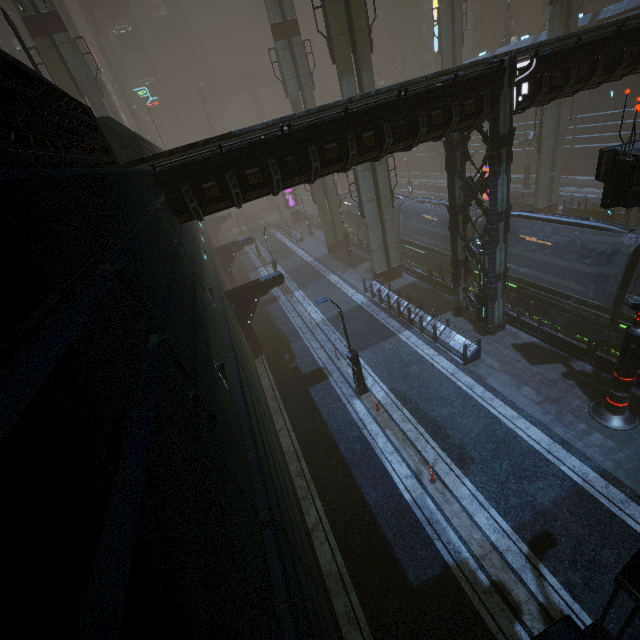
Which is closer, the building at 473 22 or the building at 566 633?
the building at 566 633

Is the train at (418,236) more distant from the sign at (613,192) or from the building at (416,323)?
the sign at (613,192)

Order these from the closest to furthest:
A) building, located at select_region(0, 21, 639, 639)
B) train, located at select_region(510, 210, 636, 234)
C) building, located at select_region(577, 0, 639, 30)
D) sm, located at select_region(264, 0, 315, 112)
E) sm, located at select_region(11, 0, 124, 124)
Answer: building, located at select_region(0, 21, 639, 639)
train, located at select_region(510, 210, 636, 234)
sm, located at select_region(11, 0, 124, 124)
sm, located at select_region(264, 0, 315, 112)
building, located at select_region(577, 0, 639, 30)

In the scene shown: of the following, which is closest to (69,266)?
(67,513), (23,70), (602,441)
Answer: (67,513)

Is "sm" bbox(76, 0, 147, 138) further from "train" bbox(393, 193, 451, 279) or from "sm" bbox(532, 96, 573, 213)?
"train" bbox(393, 193, 451, 279)

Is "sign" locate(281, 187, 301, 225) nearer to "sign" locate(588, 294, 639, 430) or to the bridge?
the bridge

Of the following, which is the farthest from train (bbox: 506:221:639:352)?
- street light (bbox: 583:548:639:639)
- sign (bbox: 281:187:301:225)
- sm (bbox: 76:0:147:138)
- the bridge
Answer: the bridge

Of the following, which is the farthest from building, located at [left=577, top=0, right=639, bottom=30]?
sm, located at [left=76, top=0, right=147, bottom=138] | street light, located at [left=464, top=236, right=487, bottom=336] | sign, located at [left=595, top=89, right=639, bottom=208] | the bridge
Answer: the bridge
